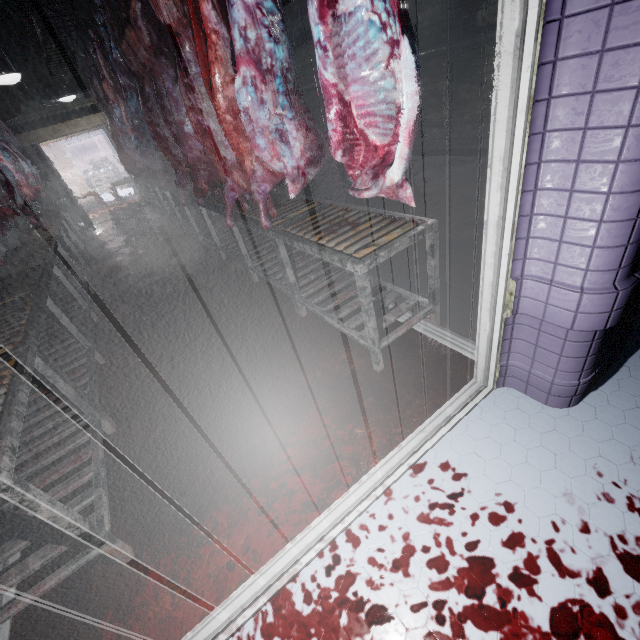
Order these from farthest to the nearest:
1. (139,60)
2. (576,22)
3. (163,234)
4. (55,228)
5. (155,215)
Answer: (155,215) → (163,234) → (55,228) → (139,60) → (576,22)

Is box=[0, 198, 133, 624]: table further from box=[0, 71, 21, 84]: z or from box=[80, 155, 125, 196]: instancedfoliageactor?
box=[80, 155, 125, 196]: instancedfoliageactor

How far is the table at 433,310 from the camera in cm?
179

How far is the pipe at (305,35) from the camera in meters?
6.4

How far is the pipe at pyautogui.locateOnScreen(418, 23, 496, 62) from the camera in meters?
4.1 m

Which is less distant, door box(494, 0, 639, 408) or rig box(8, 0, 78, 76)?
door box(494, 0, 639, 408)

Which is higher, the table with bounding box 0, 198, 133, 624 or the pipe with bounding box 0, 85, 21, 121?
the pipe with bounding box 0, 85, 21, 121

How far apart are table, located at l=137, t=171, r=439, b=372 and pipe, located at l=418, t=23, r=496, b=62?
3.2 meters
